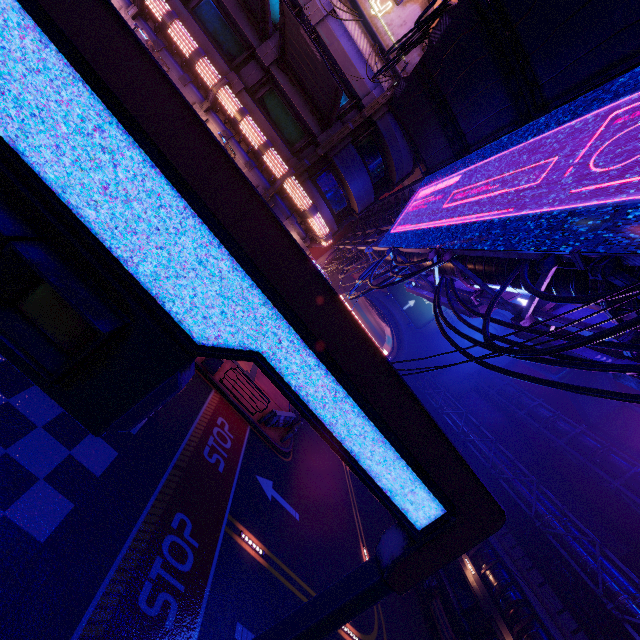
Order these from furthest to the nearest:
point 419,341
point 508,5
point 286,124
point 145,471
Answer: point 419,341, point 286,124, point 145,471, point 508,5

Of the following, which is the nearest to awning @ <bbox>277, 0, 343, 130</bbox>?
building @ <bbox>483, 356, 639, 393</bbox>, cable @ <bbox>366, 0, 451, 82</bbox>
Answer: cable @ <bbox>366, 0, 451, 82</bbox>

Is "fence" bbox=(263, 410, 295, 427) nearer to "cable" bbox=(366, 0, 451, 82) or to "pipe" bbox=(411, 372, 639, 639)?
"cable" bbox=(366, 0, 451, 82)

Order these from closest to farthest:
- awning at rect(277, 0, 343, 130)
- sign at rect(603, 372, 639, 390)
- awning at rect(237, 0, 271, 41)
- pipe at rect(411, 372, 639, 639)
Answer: sign at rect(603, 372, 639, 390) < awning at rect(277, 0, 343, 130) < awning at rect(237, 0, 271, 41) < pipe at rect(411, 372, 639, 639)

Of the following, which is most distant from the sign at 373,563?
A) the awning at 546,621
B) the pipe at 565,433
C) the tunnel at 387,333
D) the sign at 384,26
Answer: the tunnel at 387,333

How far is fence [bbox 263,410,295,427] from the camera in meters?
17.3

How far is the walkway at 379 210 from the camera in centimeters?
2061cm

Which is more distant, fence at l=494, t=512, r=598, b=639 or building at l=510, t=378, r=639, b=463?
building at l=510, t=378, r=639, b=463
